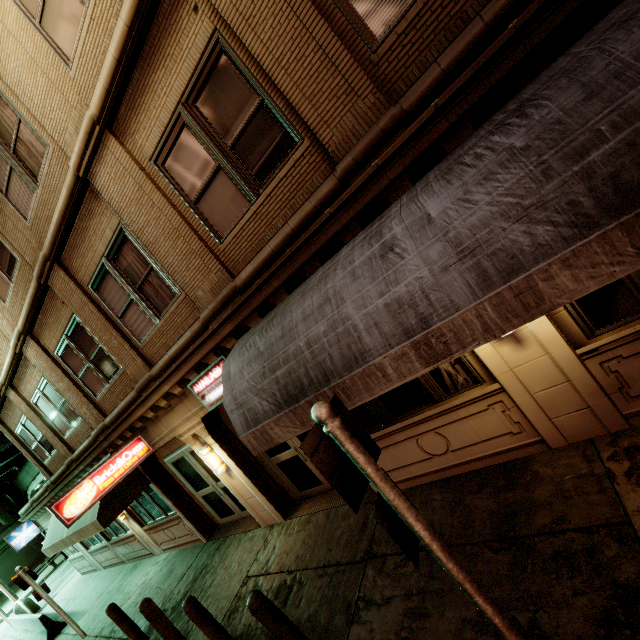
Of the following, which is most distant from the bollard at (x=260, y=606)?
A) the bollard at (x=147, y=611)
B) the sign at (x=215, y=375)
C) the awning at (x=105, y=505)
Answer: the awning at (x=105, y=505)

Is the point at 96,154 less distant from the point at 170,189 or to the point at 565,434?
the point at 170,189

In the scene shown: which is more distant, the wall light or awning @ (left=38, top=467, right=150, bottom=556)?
awning @ (left=38, top=467, right=150, bottom=556)

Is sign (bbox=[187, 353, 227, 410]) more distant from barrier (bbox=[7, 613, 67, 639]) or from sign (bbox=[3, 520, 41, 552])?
sign (bbox=[3, 520, 41, 552])

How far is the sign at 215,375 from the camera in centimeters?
636cm

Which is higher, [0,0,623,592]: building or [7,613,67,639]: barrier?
[0,0,623,592]: building

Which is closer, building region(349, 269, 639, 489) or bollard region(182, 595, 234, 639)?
building region(349, 269, 639, 489)

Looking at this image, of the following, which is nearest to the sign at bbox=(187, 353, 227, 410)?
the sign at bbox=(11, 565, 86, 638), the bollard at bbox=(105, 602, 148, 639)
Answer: the bollard at bbox=(105, 602, 148, 639)
